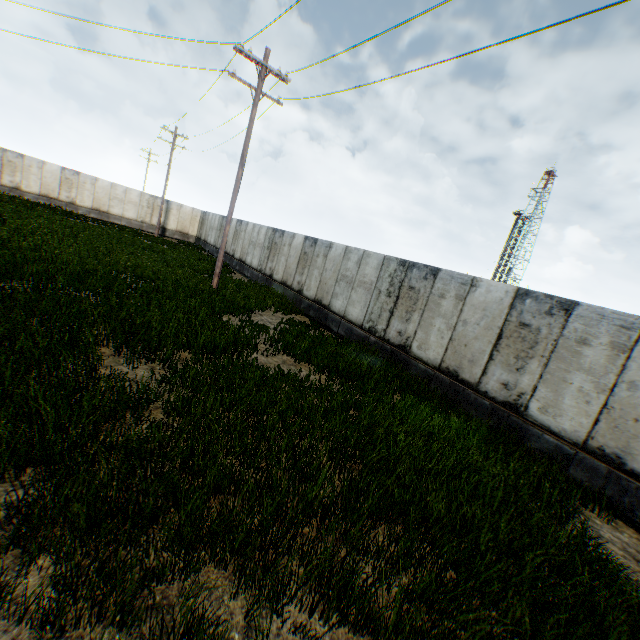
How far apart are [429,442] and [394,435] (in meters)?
0.77
